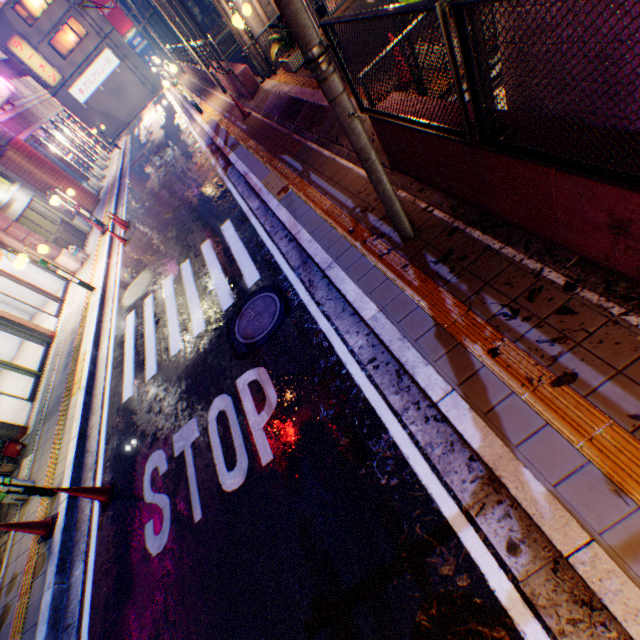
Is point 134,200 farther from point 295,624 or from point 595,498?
point 595,498

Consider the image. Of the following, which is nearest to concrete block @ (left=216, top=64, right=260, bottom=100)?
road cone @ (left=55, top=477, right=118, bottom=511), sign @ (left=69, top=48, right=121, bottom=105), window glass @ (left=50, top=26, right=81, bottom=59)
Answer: sign @ (left=69, top=48, right=121, bottom=105)

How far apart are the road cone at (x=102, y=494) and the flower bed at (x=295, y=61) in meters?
12.1 m

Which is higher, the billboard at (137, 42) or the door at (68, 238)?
the billboard at (137, 42)

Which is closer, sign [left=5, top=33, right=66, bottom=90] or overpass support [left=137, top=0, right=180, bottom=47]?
sign [left=5, top=33, right=66, bottom=90]

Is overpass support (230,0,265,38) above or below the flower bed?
above

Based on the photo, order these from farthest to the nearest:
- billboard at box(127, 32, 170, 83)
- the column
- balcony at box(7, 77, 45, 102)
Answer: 1. billboard at box(127, 32, 170, 83)
2. balcony at box(7, 77, 45, 102)
3. the column

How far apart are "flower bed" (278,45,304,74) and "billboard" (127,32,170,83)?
35.8 meters
